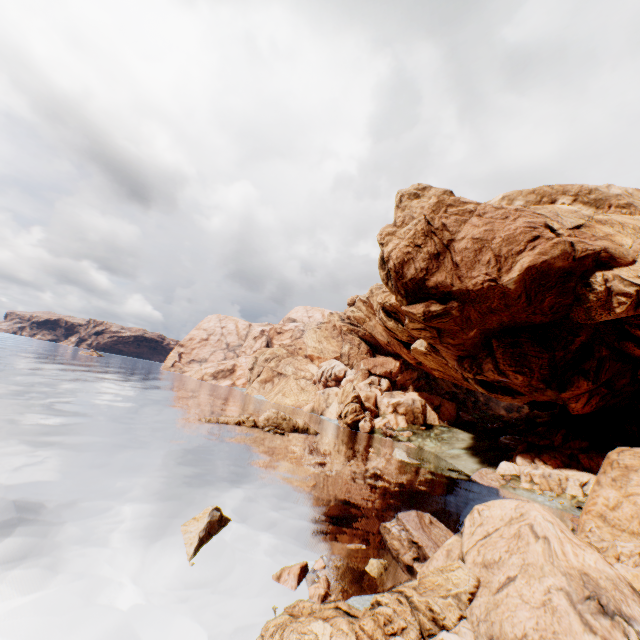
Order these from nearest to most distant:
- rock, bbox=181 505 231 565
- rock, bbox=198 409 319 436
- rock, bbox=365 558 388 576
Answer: rock, bbox=181 505 231 565 < rock, bbox=365 558 388 576 < rock, bbox=198 409 319 436

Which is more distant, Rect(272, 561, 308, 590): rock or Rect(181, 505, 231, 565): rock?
Rect(181, 505, 231, 565): rock

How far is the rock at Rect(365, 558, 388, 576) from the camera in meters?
14.6

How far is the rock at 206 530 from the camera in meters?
13.6 m

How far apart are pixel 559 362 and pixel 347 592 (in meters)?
35.90

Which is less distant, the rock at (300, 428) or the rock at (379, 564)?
the rock at (379, 564)

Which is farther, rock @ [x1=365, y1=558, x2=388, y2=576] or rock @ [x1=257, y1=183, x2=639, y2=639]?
rock @ [x1=365, y1=558, x2=388, y2=576]
